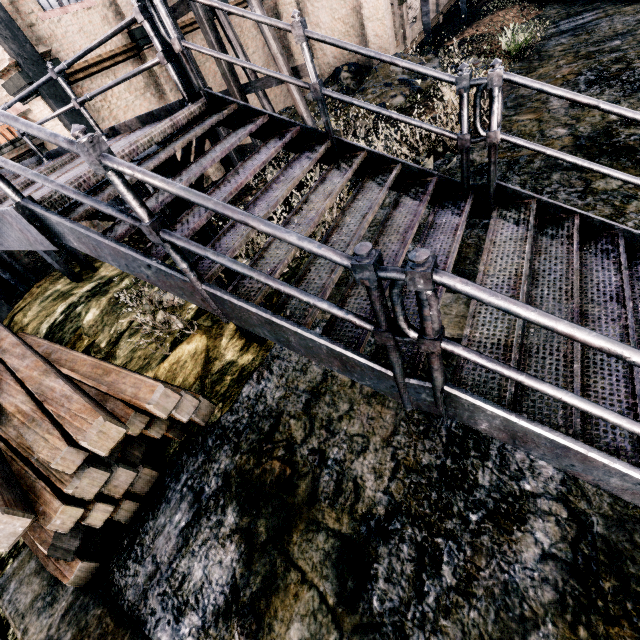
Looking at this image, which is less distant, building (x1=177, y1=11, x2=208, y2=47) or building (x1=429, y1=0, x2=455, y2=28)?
building (x1=177, y1=11, x2=208, y2=47)

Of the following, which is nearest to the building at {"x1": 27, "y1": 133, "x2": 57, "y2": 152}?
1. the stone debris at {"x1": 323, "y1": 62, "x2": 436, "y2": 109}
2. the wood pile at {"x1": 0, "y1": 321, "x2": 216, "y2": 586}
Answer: the stone debris at {"x1": 323, "y1": 62, "x2": 436, "y2": 109}

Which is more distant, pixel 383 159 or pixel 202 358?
pixel 202 358

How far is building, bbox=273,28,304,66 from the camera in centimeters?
Answer: 1838cm

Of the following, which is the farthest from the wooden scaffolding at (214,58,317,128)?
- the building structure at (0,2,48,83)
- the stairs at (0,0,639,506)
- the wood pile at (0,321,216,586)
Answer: the wood pile at (0,321,216,586)

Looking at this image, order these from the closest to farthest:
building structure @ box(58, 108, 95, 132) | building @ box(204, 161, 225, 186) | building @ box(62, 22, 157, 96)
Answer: building structure @ box(58, 108, 95, 132)
building @ box(62, 22, 157, 96)
building @ box(204, 161, 225, 186)

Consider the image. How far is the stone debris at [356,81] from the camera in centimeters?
1367cm

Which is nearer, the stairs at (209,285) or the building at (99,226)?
the stairs at (209,285)
